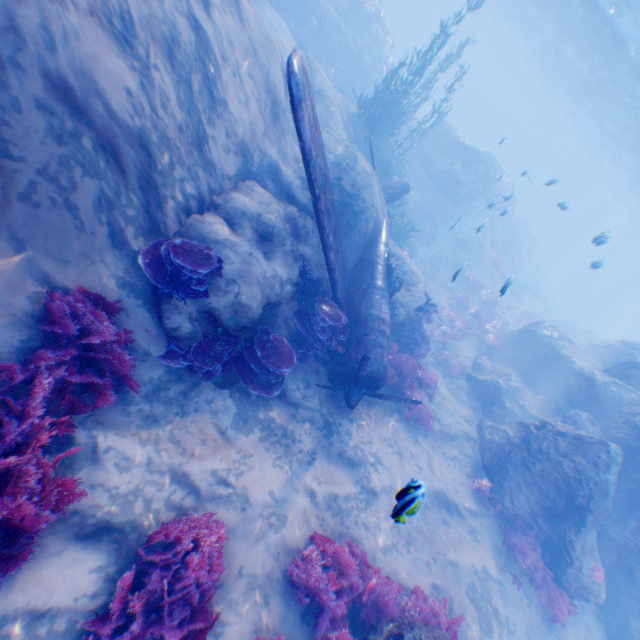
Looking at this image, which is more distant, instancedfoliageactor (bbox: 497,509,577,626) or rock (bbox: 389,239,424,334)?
rock (bbox: 389,239,424,334)

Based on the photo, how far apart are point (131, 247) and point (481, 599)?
11.12m

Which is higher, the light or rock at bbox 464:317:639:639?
the light

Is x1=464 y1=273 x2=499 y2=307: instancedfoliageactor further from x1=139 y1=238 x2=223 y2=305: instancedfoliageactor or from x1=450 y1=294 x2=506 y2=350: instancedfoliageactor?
x1=139 y1=238 x2=223 y2=305: instancedfoliageactor

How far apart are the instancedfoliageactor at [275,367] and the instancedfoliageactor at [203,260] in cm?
128

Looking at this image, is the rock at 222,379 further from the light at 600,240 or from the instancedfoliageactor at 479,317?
the instancedfoliageactor at 479,317

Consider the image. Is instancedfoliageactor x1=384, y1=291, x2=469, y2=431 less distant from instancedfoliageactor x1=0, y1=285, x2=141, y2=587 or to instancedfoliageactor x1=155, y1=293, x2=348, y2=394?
instancedfoliageactor x1=155, y1=293, x2=348, y2=394

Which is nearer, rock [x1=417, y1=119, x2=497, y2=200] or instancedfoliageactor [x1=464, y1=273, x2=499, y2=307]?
instancedfoliageactor [x1=464, y1=273, x2=499, y2=307]
